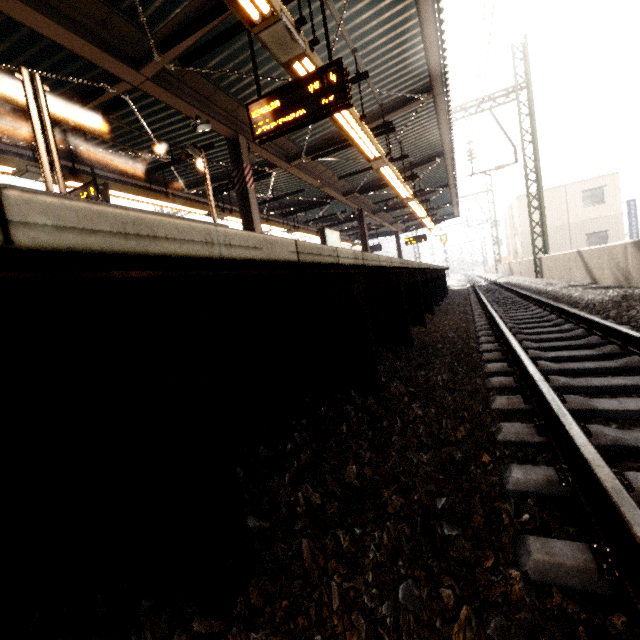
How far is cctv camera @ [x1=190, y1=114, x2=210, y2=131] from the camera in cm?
628

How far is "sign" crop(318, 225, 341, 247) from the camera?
11.2m

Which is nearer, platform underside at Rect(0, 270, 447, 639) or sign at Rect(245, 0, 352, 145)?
platform underside at Rect(0, 270, 447, 639)

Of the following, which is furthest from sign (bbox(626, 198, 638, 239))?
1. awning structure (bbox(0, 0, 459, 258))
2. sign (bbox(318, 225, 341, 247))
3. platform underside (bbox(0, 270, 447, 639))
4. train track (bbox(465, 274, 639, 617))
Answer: sign (bbox(318, 225, 341, 247))

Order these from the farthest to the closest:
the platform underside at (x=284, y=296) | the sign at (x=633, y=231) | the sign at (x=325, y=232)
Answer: the sign at (x=633, y=231), the sign at (x=325, y=232), the platform underside at (x=284, y=296)

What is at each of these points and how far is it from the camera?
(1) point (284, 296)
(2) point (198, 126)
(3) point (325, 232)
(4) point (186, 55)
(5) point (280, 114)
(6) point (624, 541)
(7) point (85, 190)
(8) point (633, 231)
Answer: (1) platform underside, 1.6 meters
(2) cctv camera, 6.3 meters
(3) sign, 11.3 meters
(4) awning structure, 5.0 meters
(5) sign, 4.5 meters
(6) train track, 1.1 meters
(7) sign, 6.4 meters
(8) sign, 21.8 meters

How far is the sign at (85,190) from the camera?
6.30m

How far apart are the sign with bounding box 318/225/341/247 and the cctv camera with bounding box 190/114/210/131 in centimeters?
512cm
